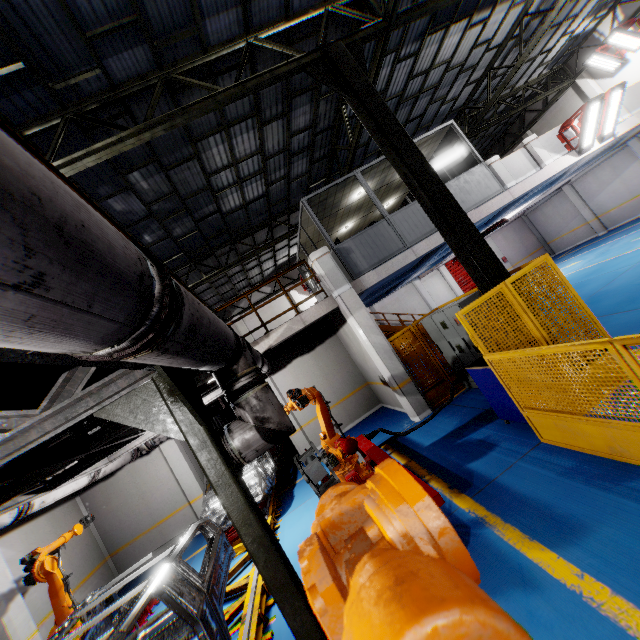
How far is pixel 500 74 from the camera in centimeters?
1423cm

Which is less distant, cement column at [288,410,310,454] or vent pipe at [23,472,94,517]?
vent pipe at [23,472,94,517]

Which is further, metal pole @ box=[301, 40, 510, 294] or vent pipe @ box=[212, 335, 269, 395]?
metal pole @ box=[301, 40, 510, 294]

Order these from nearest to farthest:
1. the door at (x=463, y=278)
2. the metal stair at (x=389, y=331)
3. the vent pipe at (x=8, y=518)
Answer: the vent pipe at (x=8, y=518) < the metal stair at (x=389, y=331) < the door at (x=463, y=278)

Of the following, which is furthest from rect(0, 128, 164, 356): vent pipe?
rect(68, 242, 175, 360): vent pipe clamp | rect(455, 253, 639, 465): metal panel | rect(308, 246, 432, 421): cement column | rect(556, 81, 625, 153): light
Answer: rect(556, 81, 625, 153): light

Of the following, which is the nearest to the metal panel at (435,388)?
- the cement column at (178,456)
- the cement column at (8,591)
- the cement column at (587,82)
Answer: the cement column at (8,591)

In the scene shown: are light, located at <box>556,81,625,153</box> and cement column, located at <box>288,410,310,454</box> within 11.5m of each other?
no

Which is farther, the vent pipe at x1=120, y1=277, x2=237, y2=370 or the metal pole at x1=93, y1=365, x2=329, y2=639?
the metal pole at x1=93, y1=365, x2=329, y2=639
